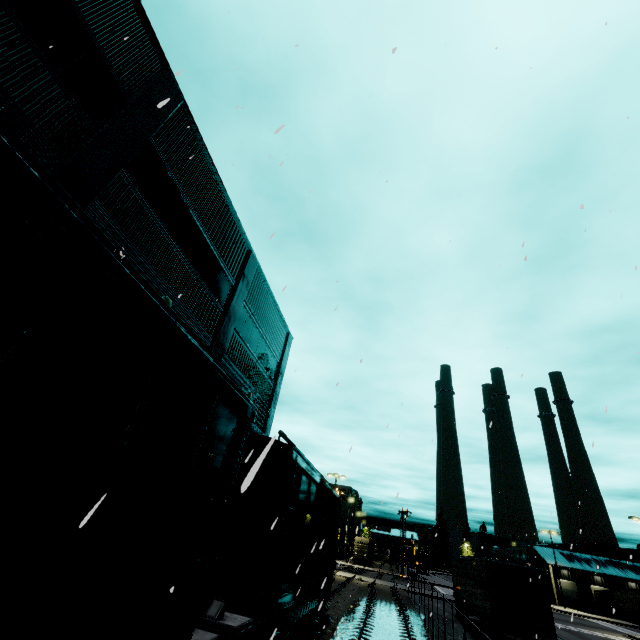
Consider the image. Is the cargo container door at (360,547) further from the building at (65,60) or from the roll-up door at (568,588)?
the roll-up door at (568,588)

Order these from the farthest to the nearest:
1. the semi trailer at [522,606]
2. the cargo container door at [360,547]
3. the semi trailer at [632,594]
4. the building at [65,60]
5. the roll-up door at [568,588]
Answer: the cargo container door at [360,547], the roll-up door at [568,588], the semi trailer at [632,594], the semi trailer at [522,606], the building at [65,60]

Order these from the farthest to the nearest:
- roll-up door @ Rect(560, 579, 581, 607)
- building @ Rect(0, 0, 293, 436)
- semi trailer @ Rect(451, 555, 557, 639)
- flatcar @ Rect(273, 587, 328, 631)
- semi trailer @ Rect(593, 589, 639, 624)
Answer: roll-up door @ Rect(560, 579, 581, 607)
semi trailer @ Rect(593, 589, 639, 624)
semi trailer @ Rect(451, 555, 557, 639)
flatcar @ Rect(273, 587, 328, 631)
building @ Rect(0, 0, 293, 436)

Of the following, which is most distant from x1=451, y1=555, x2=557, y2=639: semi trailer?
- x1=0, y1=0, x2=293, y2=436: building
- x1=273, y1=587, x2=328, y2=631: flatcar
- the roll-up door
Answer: x1=273, y1=587, x2=328, y2=631: flatcar

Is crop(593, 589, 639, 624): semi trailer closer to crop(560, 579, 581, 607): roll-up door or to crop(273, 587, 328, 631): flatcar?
crop(560, 579, 581, 607): roll-up door

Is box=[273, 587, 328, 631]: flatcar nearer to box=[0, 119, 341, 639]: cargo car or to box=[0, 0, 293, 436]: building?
box=[0, 119, 341, 639]: cargo car

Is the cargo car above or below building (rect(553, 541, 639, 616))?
below

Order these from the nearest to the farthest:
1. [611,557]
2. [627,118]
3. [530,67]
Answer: [530,67], [627,118], [611,557]
